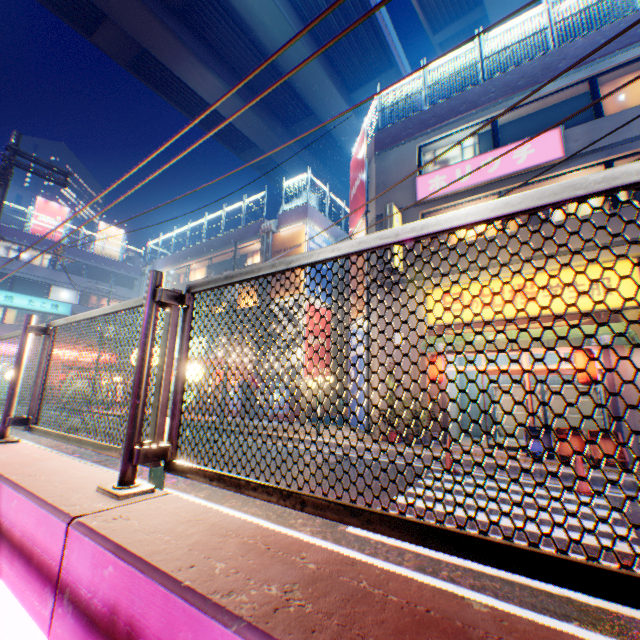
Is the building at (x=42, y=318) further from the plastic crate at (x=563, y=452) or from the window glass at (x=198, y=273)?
the plastic crate at (x=563, y=452)

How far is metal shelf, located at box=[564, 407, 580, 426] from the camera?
11.0m

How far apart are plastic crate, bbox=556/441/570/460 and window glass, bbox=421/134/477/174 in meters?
9.0 m

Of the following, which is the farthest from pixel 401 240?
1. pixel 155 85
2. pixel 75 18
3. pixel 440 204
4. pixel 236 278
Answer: pixel 155 85

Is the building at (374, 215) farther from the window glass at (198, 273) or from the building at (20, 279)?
the window glass at (198, 273)

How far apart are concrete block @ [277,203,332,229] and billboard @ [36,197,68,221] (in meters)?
28.44

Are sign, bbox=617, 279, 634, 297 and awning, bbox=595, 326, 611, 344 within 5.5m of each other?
yes

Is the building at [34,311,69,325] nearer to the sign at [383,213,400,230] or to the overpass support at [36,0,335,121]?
the overpass support at [36,0,335,121]
